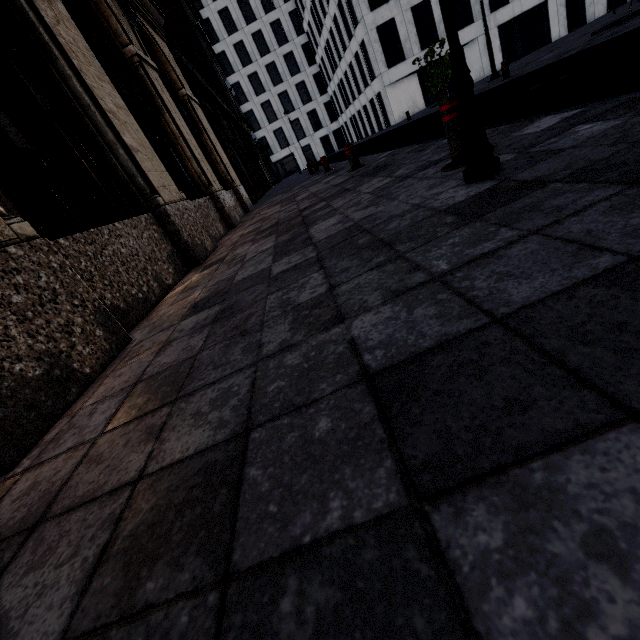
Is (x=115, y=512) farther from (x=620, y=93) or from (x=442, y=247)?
(x=620, y=93)
